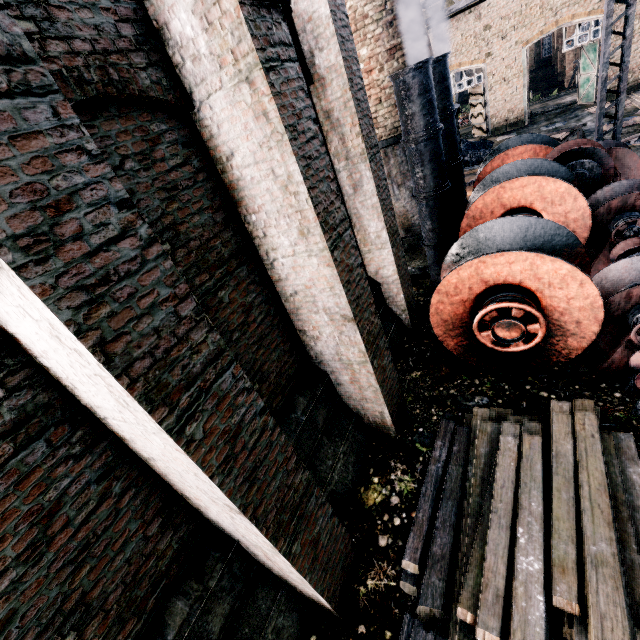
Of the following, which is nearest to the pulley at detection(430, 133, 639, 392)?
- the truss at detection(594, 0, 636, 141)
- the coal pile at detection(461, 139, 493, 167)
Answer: the truss at detection(594, 0, 636, 141)

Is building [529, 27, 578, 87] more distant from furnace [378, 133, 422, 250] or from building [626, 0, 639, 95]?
furnace [378, 133, 422, 250]

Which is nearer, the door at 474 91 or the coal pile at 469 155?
the coal pile at 469 155

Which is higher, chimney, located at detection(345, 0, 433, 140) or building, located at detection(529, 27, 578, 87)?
chimney, located at detection(345, 0, 433, 140)

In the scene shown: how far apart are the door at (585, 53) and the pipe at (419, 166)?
21.4m

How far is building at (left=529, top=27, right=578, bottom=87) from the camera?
39.6 meters

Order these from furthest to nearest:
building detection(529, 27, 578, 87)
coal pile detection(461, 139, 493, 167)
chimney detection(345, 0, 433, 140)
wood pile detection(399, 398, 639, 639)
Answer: building detection(529, 27, 578, 87), coal pile detection(461, 139, 493, 167), chimney detection(345, 0, 433, 140), wood pile detection(399, 398, 639, 639)

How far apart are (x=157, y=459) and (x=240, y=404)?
1.1m
